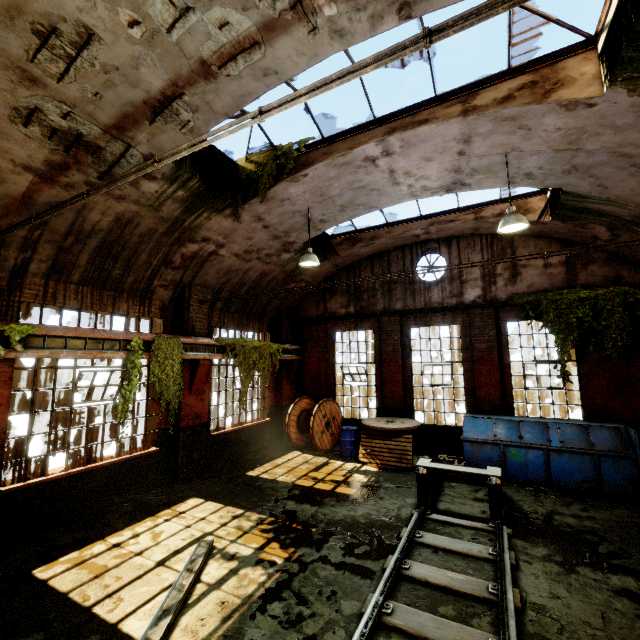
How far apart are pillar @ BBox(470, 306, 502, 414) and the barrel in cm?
393

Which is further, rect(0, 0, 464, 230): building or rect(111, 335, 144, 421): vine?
rect(111, 335, 144, 421): vine

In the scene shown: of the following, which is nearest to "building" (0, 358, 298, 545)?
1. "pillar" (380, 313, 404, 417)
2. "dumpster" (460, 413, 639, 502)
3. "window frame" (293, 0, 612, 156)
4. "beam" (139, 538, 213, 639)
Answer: "window frame" (293, 0, 612, 156)

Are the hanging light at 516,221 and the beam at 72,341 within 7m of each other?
A: no

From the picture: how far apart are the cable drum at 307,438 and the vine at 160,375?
4.3 meters

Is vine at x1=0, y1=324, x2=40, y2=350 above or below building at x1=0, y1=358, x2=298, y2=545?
above

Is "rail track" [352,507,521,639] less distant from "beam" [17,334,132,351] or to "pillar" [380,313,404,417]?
"pillar" [380,313,404,417]

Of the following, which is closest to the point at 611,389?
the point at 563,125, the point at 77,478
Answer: the point at 563,125
